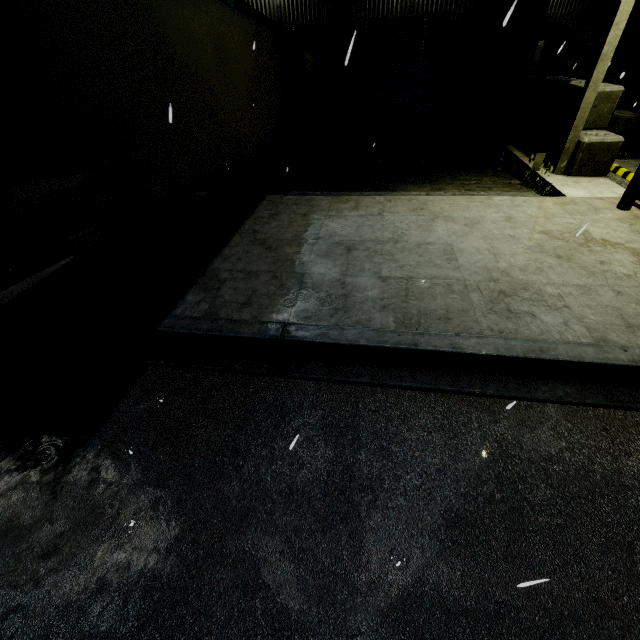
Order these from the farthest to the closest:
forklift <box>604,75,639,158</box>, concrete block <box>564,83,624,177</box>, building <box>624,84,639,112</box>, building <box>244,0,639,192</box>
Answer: building <box>624,84,639,112</box>
building <box>244,0,639,192</box>
forklift <box>604,75,639,158</box>
concrete block <box>564,83,624,177</box>

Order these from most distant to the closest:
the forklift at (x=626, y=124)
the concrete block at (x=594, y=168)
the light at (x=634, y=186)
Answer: the forklift at (x=626, y=124), the concrete block at (x=594, y=168), the light at (x=634, y=186)

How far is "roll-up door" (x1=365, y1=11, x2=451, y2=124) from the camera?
12.2m

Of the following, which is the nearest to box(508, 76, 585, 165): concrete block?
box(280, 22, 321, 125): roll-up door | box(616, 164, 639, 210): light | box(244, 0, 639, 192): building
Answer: box(244, 0, 639, 192): building

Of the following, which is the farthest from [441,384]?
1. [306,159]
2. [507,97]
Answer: [507,97]

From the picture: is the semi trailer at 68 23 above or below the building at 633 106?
above

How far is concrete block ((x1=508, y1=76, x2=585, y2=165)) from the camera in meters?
9.3 m

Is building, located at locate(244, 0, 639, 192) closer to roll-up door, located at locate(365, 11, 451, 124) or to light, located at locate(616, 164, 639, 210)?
roll-up door, located at locate(365, 11, 451, 124)
